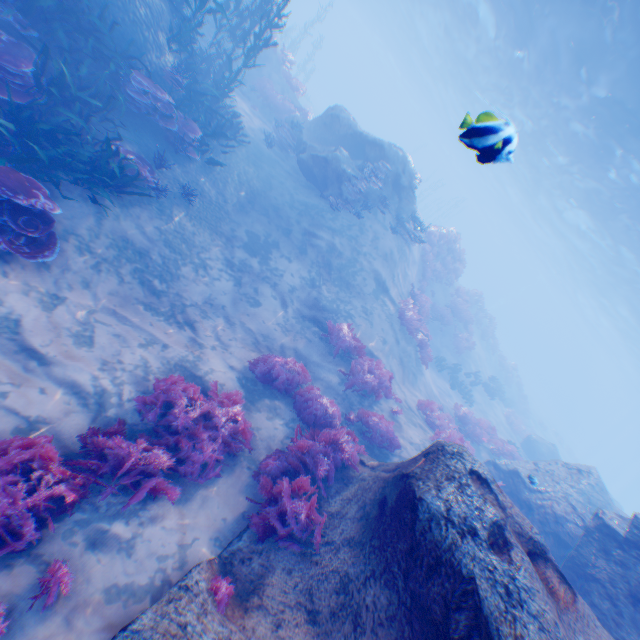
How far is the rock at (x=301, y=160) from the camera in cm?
1402

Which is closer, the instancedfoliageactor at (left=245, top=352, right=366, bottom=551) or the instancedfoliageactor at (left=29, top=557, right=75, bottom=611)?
the instancedfoliageactor at (left=29, top=557, right=75, bottom=611)

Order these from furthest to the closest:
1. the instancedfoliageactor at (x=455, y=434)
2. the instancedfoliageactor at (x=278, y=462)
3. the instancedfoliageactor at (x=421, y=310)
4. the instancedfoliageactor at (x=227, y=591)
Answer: the instancedfoliageactor at (x=421, y=310)
the instancedfoliageactor at (x=455, y=434)
the instancedfoliageactor at (x=278, y=462)
the instancedfoliageactor at (x=227, y=591)

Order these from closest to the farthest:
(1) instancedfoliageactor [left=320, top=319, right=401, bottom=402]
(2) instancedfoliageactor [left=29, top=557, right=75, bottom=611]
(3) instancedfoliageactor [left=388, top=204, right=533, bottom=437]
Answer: (2) instancedfoliageactor [left=29, top=557, right=75, bottom=611]
(1) instancedfoliageactor [left=320, top=319, right=401, bottom=402]
(3) instancedfoliageactor [left=388, top=204, right=533, bottom=437]

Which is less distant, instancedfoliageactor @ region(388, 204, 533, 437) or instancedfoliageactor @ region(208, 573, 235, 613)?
instancedfoliageactor @ region(208, 573, 235, 613)

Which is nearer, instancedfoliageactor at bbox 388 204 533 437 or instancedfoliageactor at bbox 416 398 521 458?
instancedfoliageactor at bbox 416 398 521 458

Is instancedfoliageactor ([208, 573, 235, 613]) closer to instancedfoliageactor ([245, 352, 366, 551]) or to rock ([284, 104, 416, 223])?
rock ([284, 104, 416, 223])

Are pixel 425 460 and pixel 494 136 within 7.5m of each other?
yes
